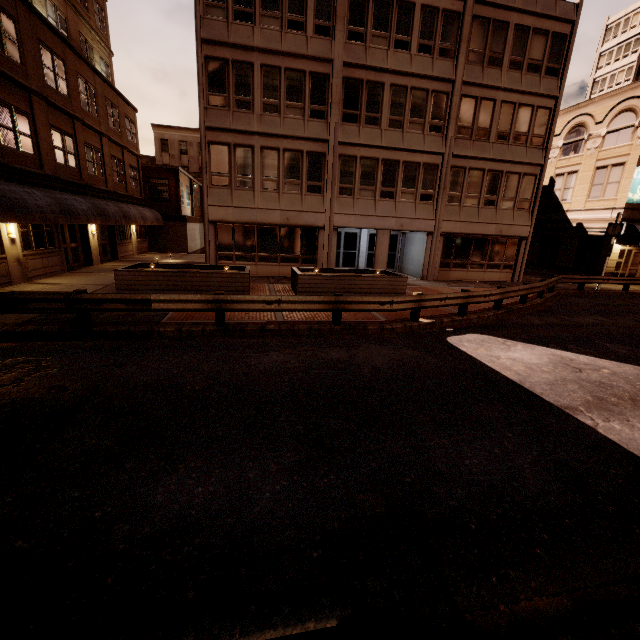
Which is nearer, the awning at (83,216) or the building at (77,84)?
the awning at (83,216)

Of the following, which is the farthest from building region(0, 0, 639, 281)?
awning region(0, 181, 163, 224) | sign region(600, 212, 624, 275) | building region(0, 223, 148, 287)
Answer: building region(0, 223, 148, 287)

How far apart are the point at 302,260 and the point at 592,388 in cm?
1519

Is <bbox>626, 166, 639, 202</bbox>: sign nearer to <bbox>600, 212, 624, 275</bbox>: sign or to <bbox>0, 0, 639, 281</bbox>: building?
<bbox>0, 0, 639, 281</bbox>: building

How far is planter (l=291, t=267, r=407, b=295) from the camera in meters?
13.7 m

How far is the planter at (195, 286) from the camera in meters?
12.3 m

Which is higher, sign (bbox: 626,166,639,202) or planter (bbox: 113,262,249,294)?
sign (bbox: 626,166,639,202)

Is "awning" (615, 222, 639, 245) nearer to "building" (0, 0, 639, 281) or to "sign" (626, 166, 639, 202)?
"building" (0, 0, 639, 281)
